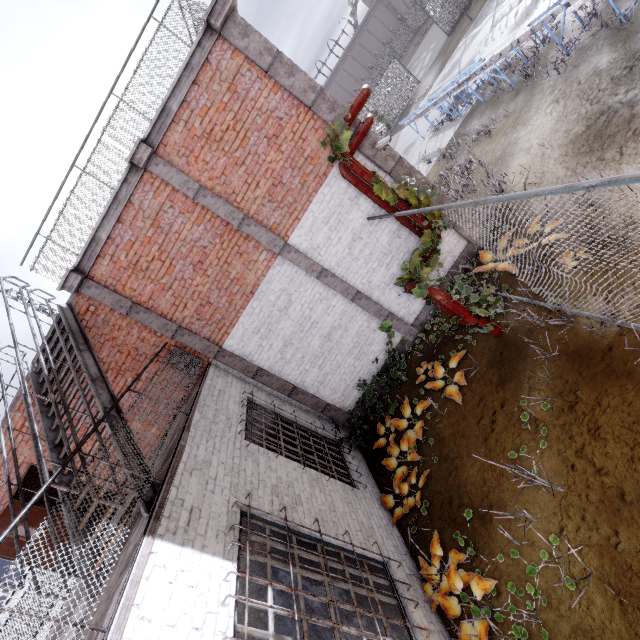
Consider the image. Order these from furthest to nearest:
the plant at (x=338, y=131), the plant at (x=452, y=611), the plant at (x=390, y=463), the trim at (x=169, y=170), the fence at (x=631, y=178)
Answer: the plant at (x=390, y=463), the trim at (x=169, y=170), the plant at (x=338, y=131), the plant at (x=452, y=611), the fence at (x=631, y=178)

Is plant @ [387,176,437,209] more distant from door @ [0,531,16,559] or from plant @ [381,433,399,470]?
door @ [0,531,16,559]

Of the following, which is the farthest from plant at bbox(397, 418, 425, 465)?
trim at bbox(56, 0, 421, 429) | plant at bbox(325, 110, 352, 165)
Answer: plant at bbox(325, 110, 352, 165)

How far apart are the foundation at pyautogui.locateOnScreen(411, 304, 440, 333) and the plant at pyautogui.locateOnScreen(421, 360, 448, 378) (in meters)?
0.94

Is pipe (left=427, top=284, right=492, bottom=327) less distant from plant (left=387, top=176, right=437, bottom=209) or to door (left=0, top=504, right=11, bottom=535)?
plant (left=387, top=176, right=437, bottom=209)

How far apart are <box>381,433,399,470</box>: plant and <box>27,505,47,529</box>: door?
7.0 meters

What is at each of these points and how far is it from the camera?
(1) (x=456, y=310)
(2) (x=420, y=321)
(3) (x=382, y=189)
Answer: (1) pipe, 5.8m
(2) foundation, 8.1m
(3) plant, 6.0m

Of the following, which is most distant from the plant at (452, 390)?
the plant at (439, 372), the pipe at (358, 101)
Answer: the pipe at (358, 101)
